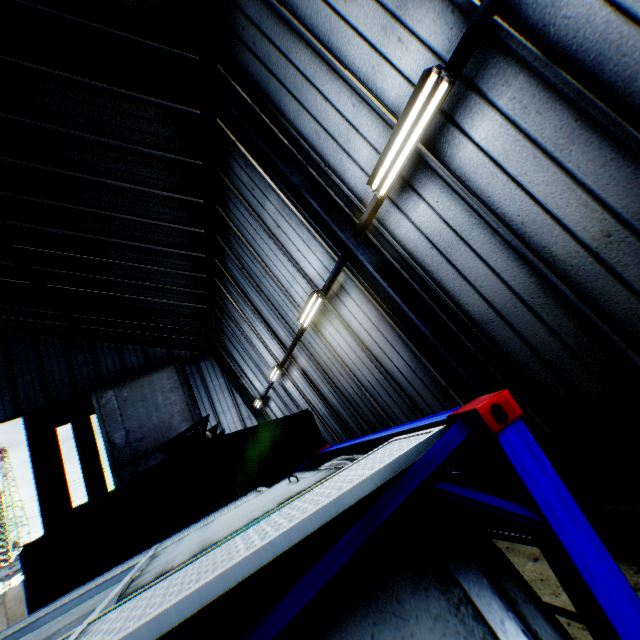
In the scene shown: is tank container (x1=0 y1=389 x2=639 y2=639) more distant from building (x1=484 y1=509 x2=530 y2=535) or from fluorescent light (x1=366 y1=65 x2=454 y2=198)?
fluorescent light (x1=366 y1=65 x2=454 y2=198)

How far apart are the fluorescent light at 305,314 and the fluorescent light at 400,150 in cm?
307

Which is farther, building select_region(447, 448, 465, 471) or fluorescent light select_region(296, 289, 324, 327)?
fluorescent light select_region(296, 289, 324, 327)

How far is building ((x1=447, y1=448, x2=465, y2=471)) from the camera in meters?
7.0 m

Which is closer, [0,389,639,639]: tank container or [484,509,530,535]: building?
[0,389,639,639]: tank container

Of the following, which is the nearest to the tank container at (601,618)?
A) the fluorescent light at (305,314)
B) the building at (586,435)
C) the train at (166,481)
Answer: the train at (166,481)

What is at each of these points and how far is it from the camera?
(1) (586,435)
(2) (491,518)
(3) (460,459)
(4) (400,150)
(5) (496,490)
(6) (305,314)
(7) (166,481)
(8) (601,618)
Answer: (1) building, 4.7 meters
(2) building, 6.8 meters
(3) building, 7.2 meters
(4) fluorescent light, 4.3 meters
(5) building, 6.5 meters
(6) fluorescent light, 8.4 meters
(7) train, 3.7 meters
(8) tank container, 1.2 meters

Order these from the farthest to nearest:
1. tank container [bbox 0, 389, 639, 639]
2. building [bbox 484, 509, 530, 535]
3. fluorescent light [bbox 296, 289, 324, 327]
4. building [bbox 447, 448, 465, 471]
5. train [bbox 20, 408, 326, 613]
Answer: fluorescent light [bbox 296, 289, 324, 327]
building [bbox 447, 448, 465, 471]
building [bbox 484, 509, 530, 535]
train [bbox 20, 408, 326, 613]
tank container [bbox 0, 389, 639, 639]
